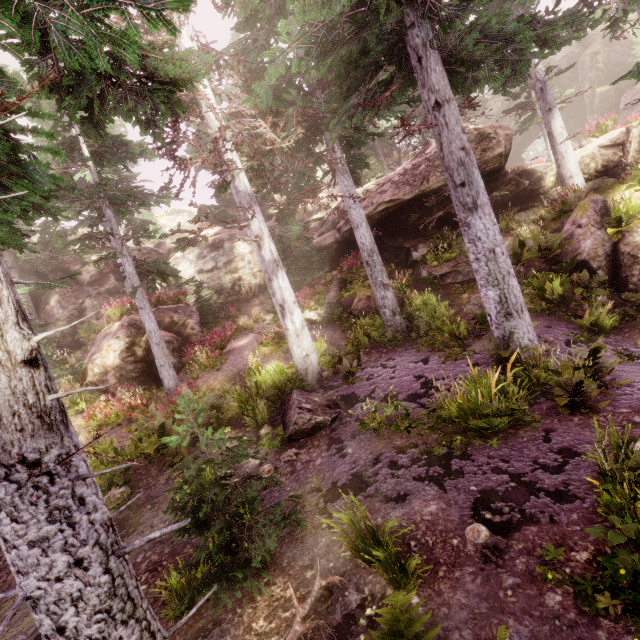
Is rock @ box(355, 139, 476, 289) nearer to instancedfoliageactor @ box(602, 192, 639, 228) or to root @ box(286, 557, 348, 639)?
instancedfoliageactor @ box(602, 192, 639, 228)

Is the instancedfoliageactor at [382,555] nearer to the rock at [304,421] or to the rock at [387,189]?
the rock at [387,189]

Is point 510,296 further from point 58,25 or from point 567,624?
point 58,25

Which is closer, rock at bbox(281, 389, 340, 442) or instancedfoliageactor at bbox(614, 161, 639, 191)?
rock at bbox(281, 389, 340, 442)

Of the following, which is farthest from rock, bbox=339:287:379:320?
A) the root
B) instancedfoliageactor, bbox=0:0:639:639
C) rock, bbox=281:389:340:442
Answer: the root

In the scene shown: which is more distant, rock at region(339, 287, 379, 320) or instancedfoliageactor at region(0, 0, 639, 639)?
rock at region(339, 287, 379, 320)

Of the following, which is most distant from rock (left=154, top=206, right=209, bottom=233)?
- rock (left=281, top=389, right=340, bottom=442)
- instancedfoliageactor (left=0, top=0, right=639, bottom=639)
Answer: rock (left=281, top=389, right=340, bottom=442)

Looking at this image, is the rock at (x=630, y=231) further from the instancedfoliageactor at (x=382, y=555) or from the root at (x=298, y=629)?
the root at (x=298, y=629)
